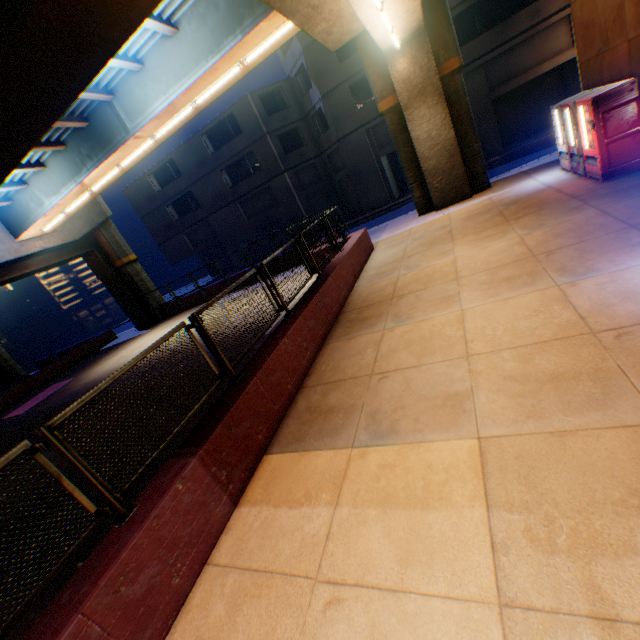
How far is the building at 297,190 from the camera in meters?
22.8 m

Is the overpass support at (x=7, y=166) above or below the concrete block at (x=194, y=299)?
above

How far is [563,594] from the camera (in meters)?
2.14

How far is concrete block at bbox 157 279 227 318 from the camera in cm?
2067

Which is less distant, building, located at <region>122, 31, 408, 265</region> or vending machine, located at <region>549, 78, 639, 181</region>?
vending machine, located at <region>549, 78, 639, 181</region>

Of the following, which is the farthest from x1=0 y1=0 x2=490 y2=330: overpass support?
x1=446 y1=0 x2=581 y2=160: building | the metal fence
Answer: x1=446 y1=0 x2=581 y2=160: building

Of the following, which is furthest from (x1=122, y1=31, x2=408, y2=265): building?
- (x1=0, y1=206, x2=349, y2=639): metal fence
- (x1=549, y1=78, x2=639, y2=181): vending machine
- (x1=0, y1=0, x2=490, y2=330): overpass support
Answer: (x1=549, y1=78, x2=639, y2=181): vending machine

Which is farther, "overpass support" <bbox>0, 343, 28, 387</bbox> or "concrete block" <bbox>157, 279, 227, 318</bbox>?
"overpass support" <bbox>0, 343, 28, 387</bbox>
